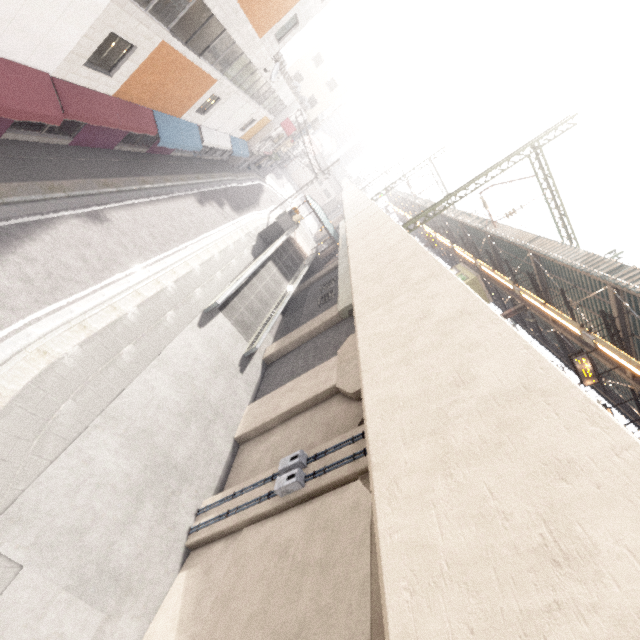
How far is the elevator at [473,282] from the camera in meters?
22.3

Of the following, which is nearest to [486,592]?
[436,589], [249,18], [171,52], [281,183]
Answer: [436,589]

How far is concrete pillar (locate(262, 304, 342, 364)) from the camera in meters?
17.0 m

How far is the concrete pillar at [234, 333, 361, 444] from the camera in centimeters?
1145cm

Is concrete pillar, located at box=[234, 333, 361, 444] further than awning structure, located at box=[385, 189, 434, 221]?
No

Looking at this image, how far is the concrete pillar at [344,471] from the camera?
7.56m

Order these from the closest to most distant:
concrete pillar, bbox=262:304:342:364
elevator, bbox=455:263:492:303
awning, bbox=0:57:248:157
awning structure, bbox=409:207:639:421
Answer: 1. awning, bbox=0:57:248:157
2. awning structure, bbox=409:207:639:421
3. concrete pillar, bbox=262:304:342:364
4. elevator, bbox=455:263:492:303

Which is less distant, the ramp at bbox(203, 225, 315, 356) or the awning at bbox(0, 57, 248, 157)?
the awning at bbox(0, 57, 248, 157)
